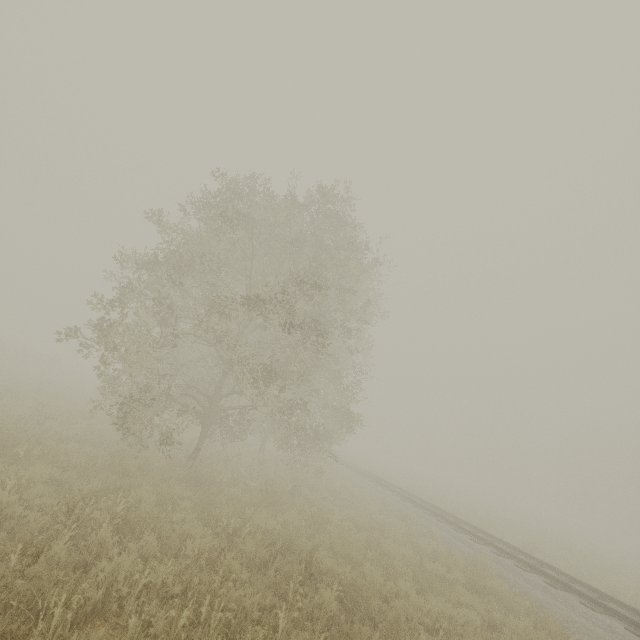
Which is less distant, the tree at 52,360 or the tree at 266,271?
the tree at 266,271

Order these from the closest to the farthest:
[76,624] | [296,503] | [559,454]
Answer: [76,624] → [296,503] → [559,454]

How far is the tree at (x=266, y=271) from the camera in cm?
1008

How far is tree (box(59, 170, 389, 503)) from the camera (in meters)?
10.08

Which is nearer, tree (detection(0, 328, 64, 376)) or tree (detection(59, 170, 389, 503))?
tree (detection(59, 170, 389, 503))
